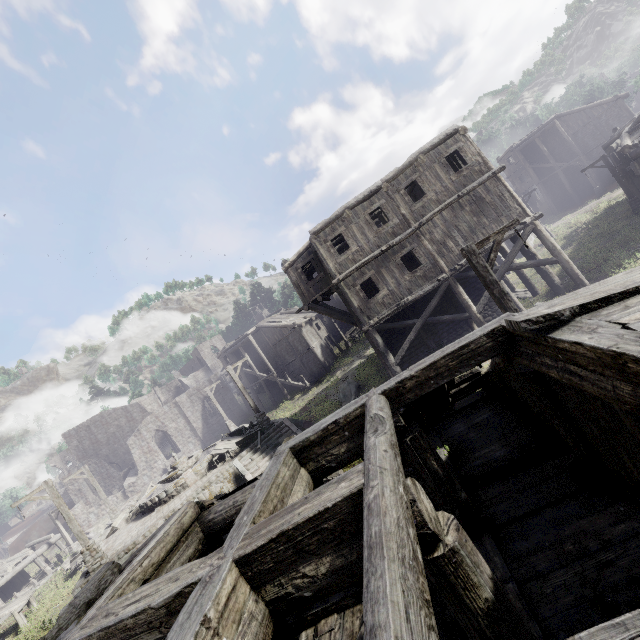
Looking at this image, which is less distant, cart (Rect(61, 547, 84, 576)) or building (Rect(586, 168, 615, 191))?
cart (Rect(61, 547, 84, 576))

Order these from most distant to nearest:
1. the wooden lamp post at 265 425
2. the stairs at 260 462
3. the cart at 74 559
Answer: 1. the cart at 74 559
2. the wooden lamp post at 265 425
3. the stairs at 260 462

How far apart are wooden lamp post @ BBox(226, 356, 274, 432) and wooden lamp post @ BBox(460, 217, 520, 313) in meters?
15.4

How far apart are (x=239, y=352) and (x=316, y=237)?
28.2 meters

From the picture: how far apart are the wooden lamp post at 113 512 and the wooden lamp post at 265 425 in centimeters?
1312cm

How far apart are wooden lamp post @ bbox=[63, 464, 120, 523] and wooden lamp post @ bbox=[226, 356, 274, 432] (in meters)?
13.12

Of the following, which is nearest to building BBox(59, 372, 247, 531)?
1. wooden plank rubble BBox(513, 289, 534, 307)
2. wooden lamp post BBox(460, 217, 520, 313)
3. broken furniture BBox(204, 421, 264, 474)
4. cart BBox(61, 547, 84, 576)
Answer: wooden plank rubble BBox(513, 289, 534, 307)

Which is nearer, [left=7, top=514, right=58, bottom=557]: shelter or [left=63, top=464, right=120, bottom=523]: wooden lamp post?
[left=63, top=464, right=120, bottom=523]: wooden lamp post
